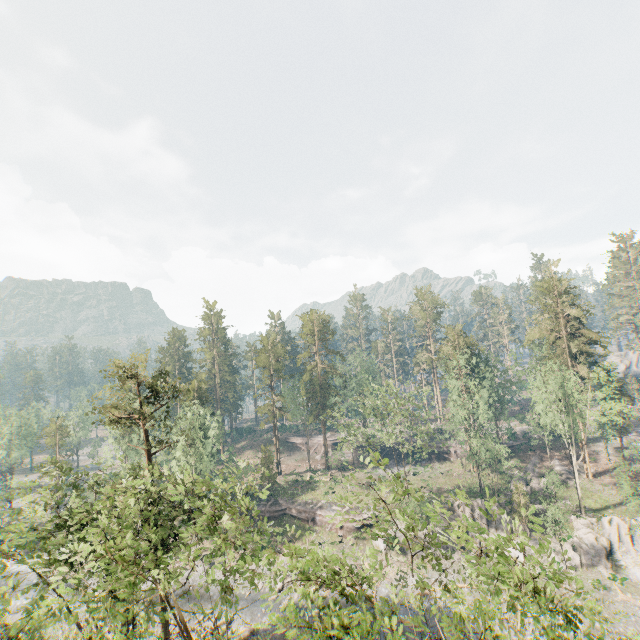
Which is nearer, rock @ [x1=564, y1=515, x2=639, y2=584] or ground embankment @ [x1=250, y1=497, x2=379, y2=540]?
rock @ [x1=564, y1=515, x2=639, y2=584]

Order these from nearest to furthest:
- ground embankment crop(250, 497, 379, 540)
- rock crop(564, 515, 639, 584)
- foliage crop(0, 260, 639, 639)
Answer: foliage crop(0, 260, 639, 639), rock crop(564, 515, 639, 584), ground embankment crop(250, 497, 379, 540)

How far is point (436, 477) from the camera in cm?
5434

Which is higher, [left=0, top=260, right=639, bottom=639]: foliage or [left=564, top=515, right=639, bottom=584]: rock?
[left=0, top=260, right=639, bottom=639]: foliage

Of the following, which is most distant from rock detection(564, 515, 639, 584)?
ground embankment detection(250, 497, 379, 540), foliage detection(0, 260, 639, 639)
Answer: foliage detection(0, 260, 639, 639)

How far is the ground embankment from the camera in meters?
44.7 m

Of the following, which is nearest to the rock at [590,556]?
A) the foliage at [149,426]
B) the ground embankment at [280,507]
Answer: the ground embankment at [280,507]

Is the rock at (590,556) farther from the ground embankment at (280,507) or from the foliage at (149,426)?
the foliage at (149,426)
